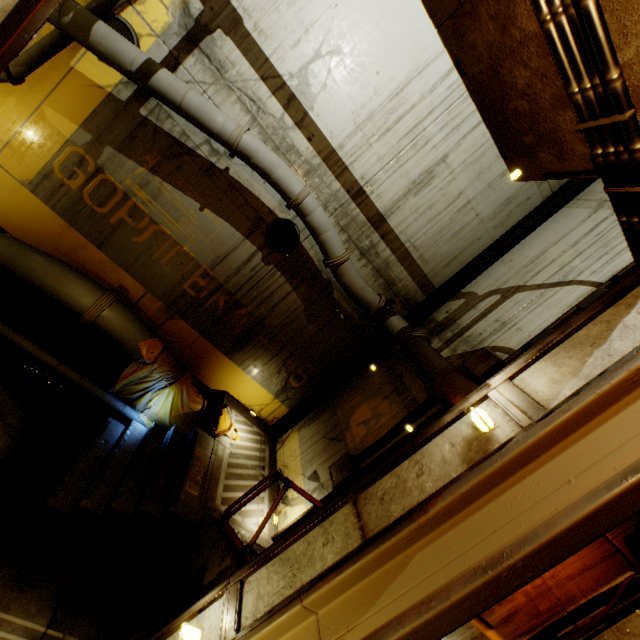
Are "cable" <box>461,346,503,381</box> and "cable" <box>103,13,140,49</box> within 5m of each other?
no

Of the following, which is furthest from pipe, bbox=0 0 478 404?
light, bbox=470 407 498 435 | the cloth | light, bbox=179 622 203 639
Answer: light, bbox=179 622 203 639

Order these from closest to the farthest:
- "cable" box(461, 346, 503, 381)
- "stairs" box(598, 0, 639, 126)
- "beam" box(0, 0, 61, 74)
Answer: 1. "beam" box(0, 0, 61, 74)
2. "stairs" box(598, 0, 639, 126)
3. "cable" box(461, 346, 503, 381)

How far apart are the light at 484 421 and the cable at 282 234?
6.1m

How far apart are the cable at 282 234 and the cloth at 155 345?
3.28m

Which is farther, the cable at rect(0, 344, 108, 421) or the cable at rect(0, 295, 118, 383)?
the cable at rect(0, 295, 118, 383)

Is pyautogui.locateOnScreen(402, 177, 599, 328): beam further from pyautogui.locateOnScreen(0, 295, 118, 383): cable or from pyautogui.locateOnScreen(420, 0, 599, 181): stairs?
pyautogui.locateOnScreen(0, 295, 118, 383): cable

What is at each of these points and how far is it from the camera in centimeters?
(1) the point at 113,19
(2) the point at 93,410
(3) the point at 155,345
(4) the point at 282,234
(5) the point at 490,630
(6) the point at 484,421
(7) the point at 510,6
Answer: (1) cable, 586cm
(2) cable, 655cm
(3) cloth, 717cm
(4) cable, 764cm
(5) stairs, 222cm
(6) light, 236cm
(7) stairs, 266cm
